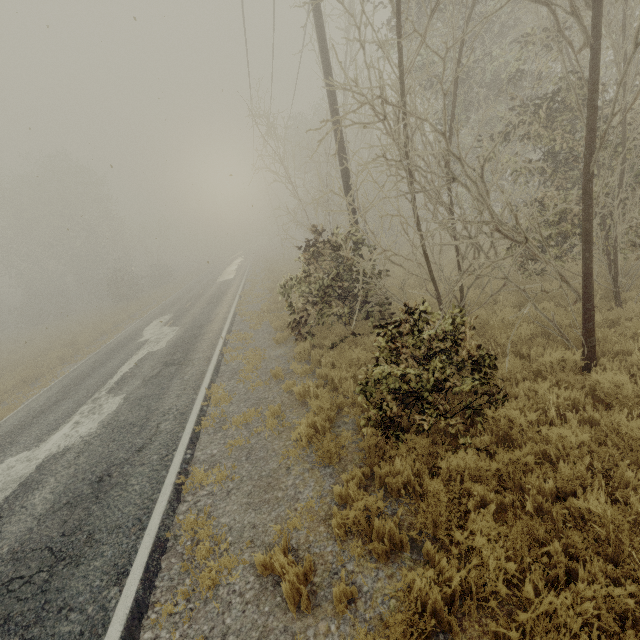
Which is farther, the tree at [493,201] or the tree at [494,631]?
the tree at [493,201]

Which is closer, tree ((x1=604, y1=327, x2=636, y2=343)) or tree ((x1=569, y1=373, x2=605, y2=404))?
tree ((x1=569, y1=373, x2=605, y2=404))

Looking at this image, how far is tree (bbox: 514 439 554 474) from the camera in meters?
3.8 m

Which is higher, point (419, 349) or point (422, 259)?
point (419, 349)

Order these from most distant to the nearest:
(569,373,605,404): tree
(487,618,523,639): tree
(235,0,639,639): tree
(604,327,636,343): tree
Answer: (604,327,636,343): tree
(569,373,605,404): tree
(235,0,639,639): tree
(487,618,523,639): tree

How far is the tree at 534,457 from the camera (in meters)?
3.82
